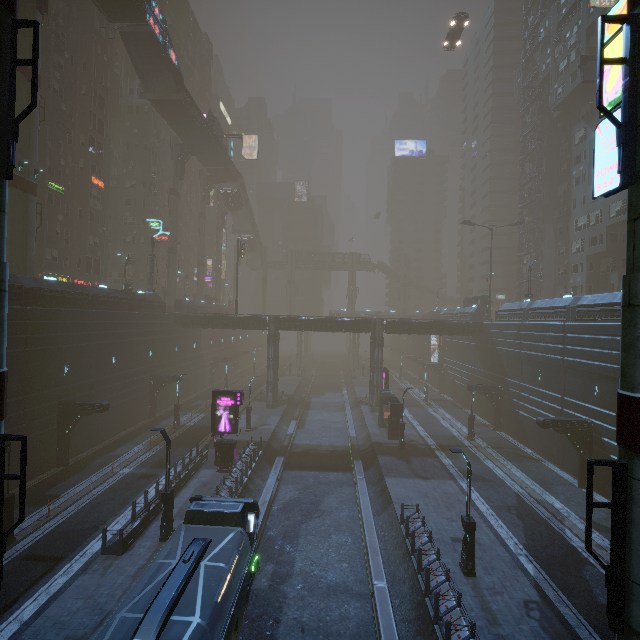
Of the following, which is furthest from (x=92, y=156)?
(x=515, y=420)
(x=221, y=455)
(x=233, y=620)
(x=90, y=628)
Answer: (x=515, y=420)

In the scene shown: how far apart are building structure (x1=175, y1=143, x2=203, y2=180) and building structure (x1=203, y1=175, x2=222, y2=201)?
9.9m

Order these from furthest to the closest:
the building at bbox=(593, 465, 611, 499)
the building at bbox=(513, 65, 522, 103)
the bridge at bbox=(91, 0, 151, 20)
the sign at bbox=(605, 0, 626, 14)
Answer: the building at bbox=(513, 65, 522, 103) < the bridge at bbox=(91, 0, 151, 20) < the building at bbox=(593, 465, 611, 499) < the sign at bbox=(605, 0, 626, 14)

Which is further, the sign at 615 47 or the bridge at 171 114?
the bridge at 171 114

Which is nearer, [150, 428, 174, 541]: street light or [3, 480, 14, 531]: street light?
[3, 480, 14, 531]: street light

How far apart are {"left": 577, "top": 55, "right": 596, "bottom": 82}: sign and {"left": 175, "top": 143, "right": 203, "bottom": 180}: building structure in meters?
49.2

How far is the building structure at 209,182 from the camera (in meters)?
59.66

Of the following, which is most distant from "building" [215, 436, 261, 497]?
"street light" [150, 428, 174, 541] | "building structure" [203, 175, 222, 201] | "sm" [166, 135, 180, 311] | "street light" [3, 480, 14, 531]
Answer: "building structure" [203, 175, 222, 201]
